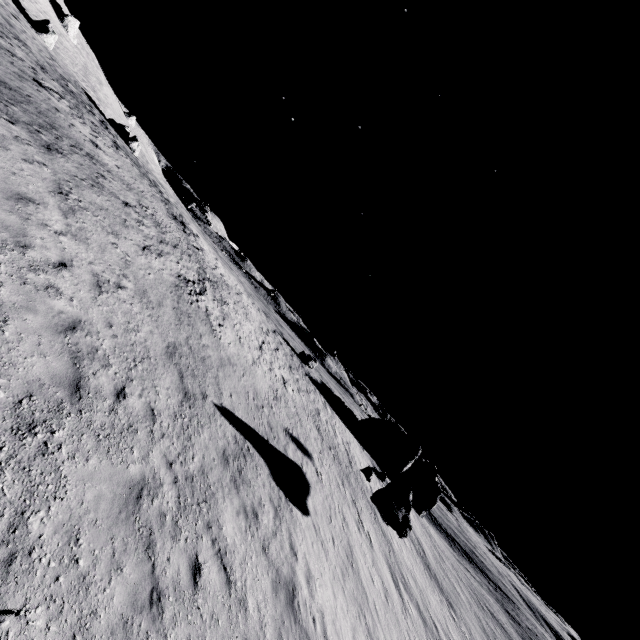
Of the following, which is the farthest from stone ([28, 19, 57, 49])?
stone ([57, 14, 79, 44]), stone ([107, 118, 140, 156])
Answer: stone ([57, 14, 79, 44])

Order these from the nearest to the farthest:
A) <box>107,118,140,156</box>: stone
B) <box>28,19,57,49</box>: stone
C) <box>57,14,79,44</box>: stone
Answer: <box>28,19,57,49</box>: stone < <box>107,118,140,156</box>: stone < <box>57,14,79,44</box>: stone

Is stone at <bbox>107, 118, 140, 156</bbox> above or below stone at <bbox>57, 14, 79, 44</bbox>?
below

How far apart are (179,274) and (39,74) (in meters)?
12.73

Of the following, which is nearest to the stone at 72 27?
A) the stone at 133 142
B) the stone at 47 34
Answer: the stone at 47 34

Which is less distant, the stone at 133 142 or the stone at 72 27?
the stone at 133 142

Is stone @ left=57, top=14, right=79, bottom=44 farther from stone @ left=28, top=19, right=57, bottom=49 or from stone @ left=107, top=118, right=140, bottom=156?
stone @ left=107, top=118, right=140, bottom=156

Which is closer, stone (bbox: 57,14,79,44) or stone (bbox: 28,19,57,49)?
stone (bbox: 28,19,57,49)
